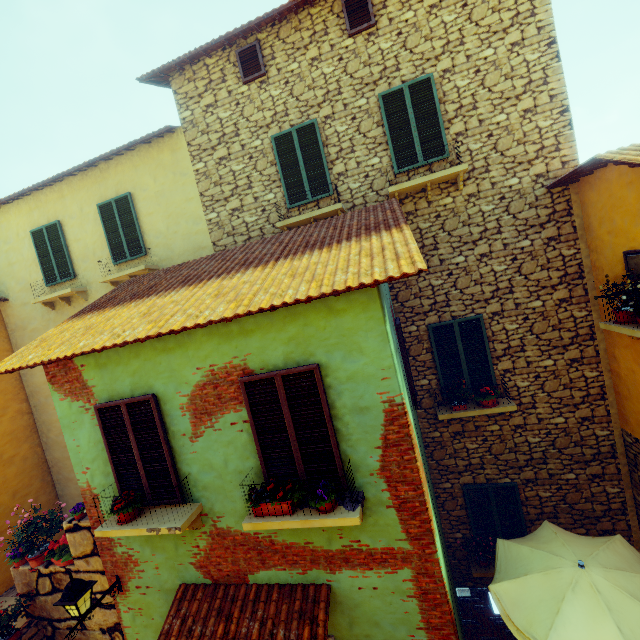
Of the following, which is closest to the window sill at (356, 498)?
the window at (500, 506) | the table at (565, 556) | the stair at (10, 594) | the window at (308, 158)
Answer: the table at (565, 556)

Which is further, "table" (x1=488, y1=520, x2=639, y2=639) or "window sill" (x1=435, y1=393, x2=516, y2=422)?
"window sill" (x1=435, y1=393, x2=516, y2=422)

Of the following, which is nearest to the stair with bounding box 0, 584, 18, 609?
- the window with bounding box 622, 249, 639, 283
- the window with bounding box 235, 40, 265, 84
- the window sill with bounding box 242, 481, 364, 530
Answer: the window sill with bounding box 242, 481, 364, 530

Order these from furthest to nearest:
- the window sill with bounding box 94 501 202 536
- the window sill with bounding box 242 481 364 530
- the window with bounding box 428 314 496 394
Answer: the window with bounding box 428 314 496 394 < the window sill with bounding box 94 501 202 536 < the window sill with bounding box 242 481 364 530

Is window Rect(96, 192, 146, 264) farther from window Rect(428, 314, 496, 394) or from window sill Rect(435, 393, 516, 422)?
window sill Rect(435, 393, 516, 422)

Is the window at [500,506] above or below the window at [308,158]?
below

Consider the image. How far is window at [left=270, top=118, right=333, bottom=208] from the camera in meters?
7.1

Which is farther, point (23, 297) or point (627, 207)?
point (23, 297)
